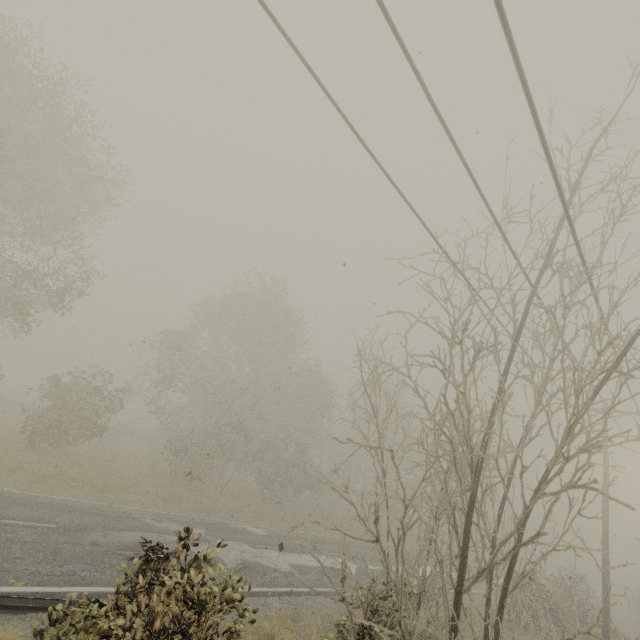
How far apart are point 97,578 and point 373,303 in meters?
10.7
